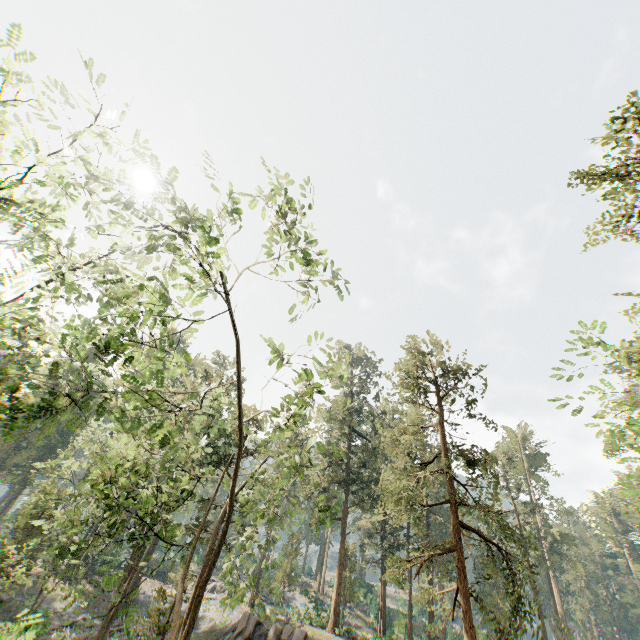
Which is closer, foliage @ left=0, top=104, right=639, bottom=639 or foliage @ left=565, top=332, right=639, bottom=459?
foliage @ left=0, top=104, right=639, bottom=639

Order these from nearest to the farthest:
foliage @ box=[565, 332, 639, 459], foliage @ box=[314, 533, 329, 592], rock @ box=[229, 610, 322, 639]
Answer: foliage @ box=[565, 332, 639, 459], rock @ box=[229, 610, 322, 639], foliage @ box=[314, 533, 329, 592]

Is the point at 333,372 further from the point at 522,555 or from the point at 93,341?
the point at 522,555

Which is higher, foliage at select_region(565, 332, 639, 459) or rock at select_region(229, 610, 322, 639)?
foliage at select_region(565, 332, 639, 459)

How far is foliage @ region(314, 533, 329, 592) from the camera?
54.75m

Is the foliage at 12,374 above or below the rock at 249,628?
above

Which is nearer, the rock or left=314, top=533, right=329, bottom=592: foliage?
the rock
